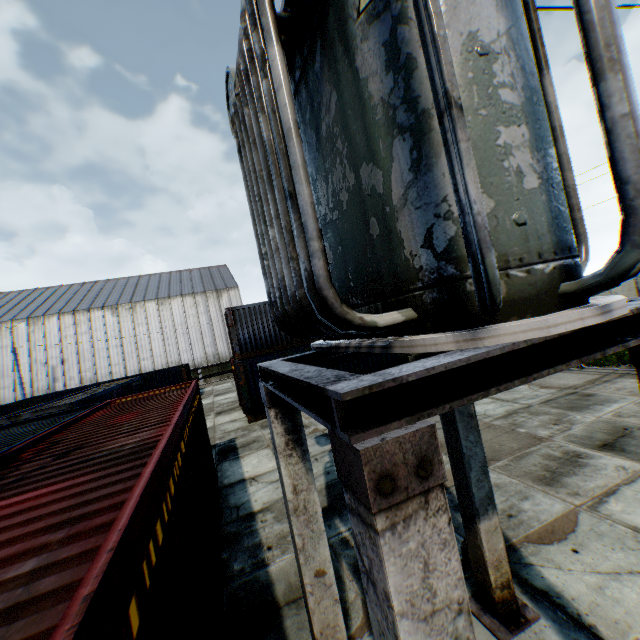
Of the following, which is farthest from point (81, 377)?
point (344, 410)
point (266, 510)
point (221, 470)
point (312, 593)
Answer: point (344, 410)

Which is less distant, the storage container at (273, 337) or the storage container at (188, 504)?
the storage container at (188, 504)

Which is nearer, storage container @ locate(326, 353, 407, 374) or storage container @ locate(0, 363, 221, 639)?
storage container @ locate(0, 363, 221, 639)

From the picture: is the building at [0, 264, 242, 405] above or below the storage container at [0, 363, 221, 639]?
above

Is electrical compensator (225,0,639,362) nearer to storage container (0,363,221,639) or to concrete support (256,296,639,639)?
concrete support (256,296,639,639)

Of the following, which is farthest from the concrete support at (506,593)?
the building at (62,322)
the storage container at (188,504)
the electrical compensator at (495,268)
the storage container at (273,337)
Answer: the building at (62,322)

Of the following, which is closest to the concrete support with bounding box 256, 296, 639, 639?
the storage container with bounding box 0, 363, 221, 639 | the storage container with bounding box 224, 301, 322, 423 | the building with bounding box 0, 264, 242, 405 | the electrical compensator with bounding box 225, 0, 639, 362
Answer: the electrical compensator with bounding box 225, 0, 639, 362

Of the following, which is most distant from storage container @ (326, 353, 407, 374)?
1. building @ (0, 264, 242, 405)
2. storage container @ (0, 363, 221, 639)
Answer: building @ (0, 264, 242, 405)
